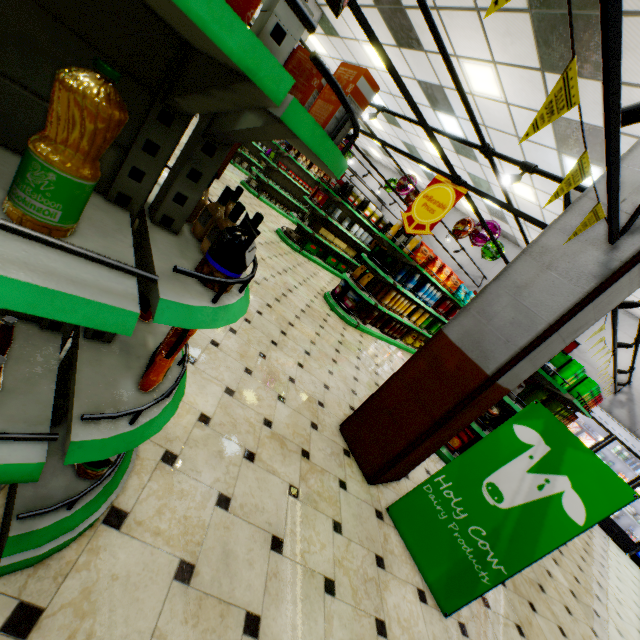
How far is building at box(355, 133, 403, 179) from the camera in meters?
16.1 m

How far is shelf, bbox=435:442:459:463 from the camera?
4.8m

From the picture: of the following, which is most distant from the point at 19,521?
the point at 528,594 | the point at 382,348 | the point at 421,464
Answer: the point at 382,348

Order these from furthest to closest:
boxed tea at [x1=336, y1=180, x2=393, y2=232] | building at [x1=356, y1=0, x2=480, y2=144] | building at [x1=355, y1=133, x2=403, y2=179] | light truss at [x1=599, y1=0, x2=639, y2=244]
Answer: building at [x1=355, y1=133, x2=403, y2=179] → boxed tea at [x1=336, y1=180, x2=393, y2=232] → building at [x1=356, y1=0, x2=480, y2=144] → light truss at [x1=599, y1=0, x2=639, y2=244]

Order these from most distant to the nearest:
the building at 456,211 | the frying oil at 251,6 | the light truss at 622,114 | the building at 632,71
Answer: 1. the building at 456,211
2. the building at 632,71
3. the light truss at 622,114
4. the frying oil at 251,6

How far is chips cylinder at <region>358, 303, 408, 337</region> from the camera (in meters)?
7.36

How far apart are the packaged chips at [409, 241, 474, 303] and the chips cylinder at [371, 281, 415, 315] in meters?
0.8 m

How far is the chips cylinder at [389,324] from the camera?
7.4 meters
